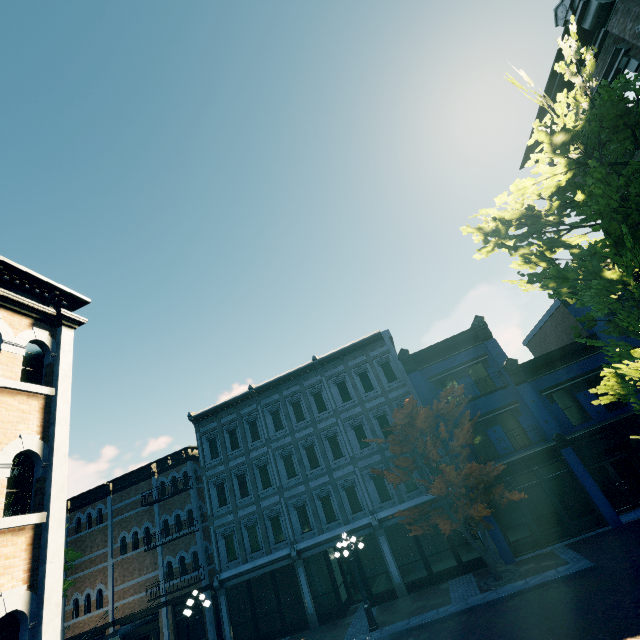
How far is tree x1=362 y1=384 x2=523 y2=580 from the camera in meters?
14.4 m

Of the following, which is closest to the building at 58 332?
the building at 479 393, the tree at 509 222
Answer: the building at 479 393

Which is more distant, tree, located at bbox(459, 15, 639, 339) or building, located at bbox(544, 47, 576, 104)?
building, located at bbox(544, 47, 576, 104)

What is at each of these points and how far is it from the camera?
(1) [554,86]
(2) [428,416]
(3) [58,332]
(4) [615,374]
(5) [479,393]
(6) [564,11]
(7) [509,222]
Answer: (1) building, 11.6 meters
(2) tree, 16.3 meters
(3) building, 7.9 meters
(4) tree, 6.9 meters
(5) building, 18.5 meters
(6) building, 9.8 meters
(7) tree, 8.2 meters

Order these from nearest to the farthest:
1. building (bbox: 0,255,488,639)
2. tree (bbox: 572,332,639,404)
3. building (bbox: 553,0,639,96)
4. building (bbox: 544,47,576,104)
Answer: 1. tree (bbox: 572,332,639,404)
2. building (bbox: 0,255,488,639)
3. building (bbox: 553,0,639,96)
4. building (bbox: 544,47,576,104)

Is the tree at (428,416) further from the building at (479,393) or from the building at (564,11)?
the building at (564,11)

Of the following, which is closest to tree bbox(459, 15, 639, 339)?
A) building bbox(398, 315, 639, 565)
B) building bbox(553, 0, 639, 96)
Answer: building bbox(398, 315, 639, 565)

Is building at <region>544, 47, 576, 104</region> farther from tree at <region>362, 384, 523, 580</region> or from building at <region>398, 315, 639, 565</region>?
tree at <region>362, 384, 523, 580</region>
